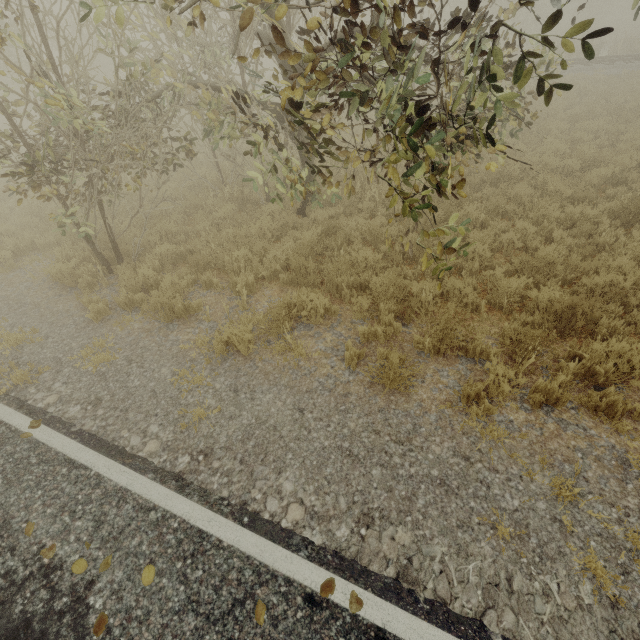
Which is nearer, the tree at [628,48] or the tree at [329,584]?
the tree at [329,584]

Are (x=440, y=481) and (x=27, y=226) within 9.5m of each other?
no

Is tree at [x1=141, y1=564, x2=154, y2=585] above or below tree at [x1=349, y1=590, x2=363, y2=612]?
above

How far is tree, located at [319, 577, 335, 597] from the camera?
2.7m

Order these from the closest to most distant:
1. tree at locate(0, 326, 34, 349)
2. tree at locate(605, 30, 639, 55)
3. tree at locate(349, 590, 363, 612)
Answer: tree at locate(349, 590, 363, 612) → tree at locate(0, 326, 34, 349) → tree at locate(605, 30, 639, 55)

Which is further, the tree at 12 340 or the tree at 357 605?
the tree at 12 340

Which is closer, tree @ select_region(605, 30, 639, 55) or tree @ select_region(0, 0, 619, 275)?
tree @ select_region(0, 0, 619, 275)
